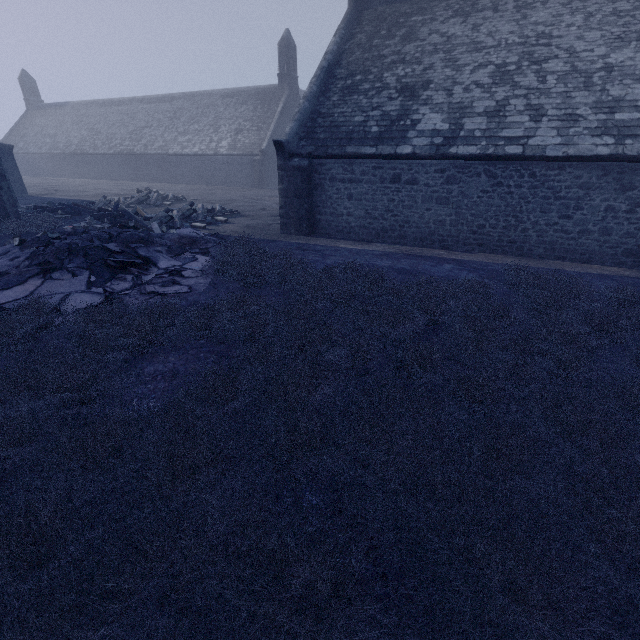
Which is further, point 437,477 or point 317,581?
point 437,477
